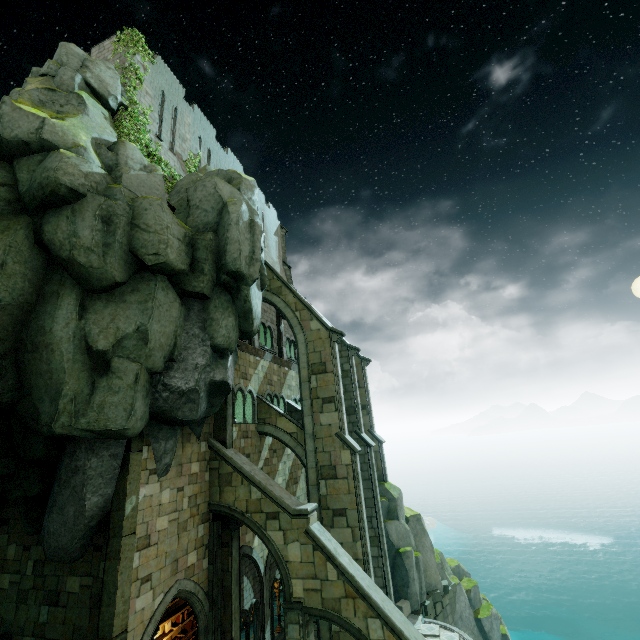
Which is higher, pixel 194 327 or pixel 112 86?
pixel 112 86

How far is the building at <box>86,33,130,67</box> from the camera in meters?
16.4 m

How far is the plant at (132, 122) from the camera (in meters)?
14.52

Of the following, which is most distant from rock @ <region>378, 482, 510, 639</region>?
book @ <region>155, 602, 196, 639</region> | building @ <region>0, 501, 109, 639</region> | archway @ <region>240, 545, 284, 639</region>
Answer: book @ <region>155, 602, 196, 639</region>

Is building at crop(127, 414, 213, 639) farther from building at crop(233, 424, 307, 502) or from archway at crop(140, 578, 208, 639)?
building at crop(233, 424, 307, 502)

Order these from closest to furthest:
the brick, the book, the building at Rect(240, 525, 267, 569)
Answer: the book
the building at Rect(240, 525, 267, 569)
the brick

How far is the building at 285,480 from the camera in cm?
1672

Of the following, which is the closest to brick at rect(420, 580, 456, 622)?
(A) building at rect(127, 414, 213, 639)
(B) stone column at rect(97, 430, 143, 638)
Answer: (A) building at rect(127, 414, 213, 639)
